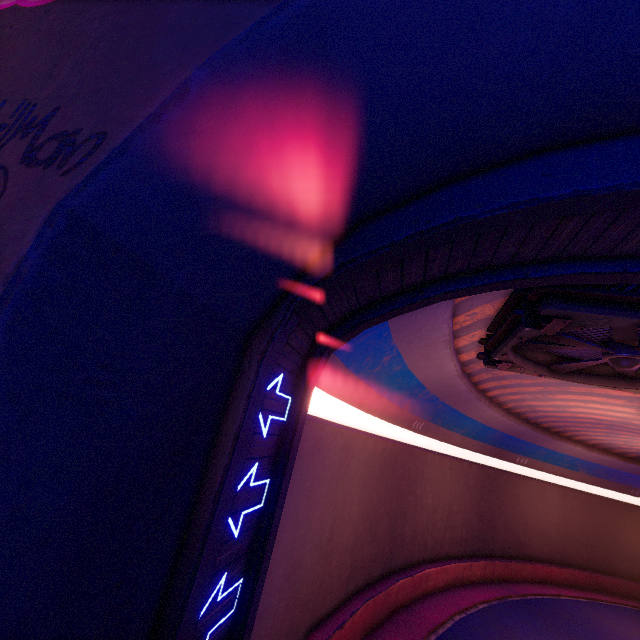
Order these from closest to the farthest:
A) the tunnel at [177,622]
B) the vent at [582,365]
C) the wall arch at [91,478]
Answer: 1. the wall arch at [91,478]
2. the tunnel at [177,622]
3. the vent at [582,365]

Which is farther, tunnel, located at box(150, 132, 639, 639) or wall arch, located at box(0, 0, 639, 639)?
tunnel, located at box(150, 132, 639, 639)

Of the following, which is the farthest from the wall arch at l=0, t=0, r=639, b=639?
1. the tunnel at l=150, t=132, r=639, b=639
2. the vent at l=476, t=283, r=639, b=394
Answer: the vent at l=476, t=283, r=639, b=394

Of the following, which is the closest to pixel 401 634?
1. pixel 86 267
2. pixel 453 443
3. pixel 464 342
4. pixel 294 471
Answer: pixel 453 443

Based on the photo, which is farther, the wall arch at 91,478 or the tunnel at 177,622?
the tunnel at 177,622

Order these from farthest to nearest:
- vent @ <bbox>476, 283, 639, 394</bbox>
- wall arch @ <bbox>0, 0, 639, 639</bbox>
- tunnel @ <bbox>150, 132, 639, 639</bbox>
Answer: vent @ <bbox>476, 283, 639, 394</bbox> < tunnel @ <bbox>150, 132, 639, 639</bbox> < wall arch @ <bbox>0, 0, 639, 639</bbox>

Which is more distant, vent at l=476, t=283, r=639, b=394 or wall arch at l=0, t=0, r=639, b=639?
vent at l=476, t=283, r=639, b=394
